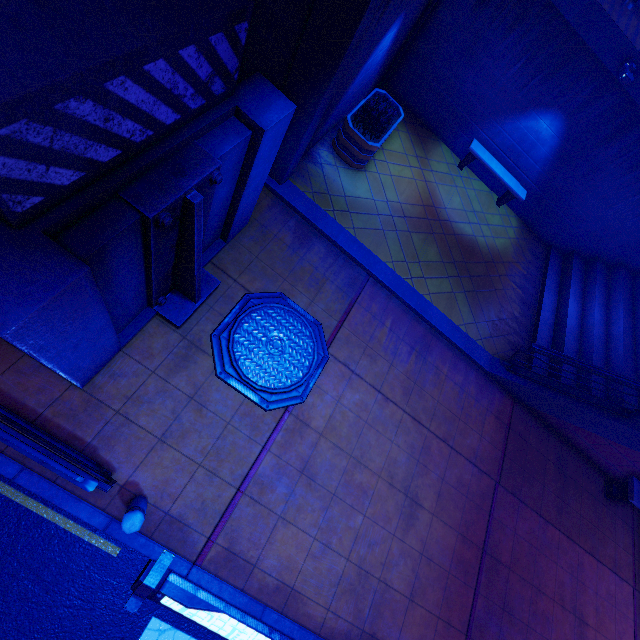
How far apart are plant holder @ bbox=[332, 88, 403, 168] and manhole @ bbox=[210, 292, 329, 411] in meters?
4.0 m

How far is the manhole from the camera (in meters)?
5.38

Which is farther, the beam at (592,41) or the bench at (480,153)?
the bench at (480,153)

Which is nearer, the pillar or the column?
the pillar

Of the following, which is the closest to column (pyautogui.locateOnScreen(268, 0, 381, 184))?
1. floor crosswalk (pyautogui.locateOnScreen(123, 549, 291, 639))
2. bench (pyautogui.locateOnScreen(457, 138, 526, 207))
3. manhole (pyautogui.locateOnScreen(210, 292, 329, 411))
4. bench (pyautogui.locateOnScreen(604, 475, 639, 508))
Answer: manhole (pyautogui.locateOnScreen(210, 292, 329, 411))

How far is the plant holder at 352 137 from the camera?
7.50m

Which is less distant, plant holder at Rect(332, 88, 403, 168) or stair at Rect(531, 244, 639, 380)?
plant holder at Rect(332, 88, 403, 168)

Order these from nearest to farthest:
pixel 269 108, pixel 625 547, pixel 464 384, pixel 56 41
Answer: pixel 56 41, pixel 269 108, pixel 464 384, pixel 625 547
